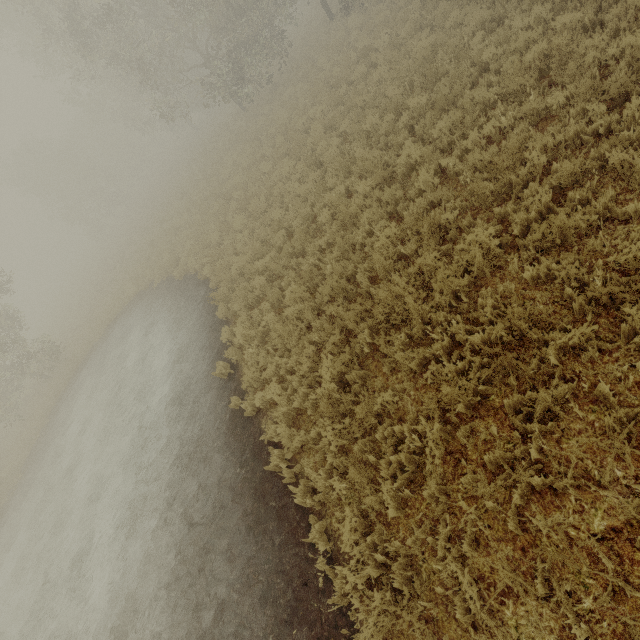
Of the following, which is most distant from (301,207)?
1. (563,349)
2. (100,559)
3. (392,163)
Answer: (100,559)
